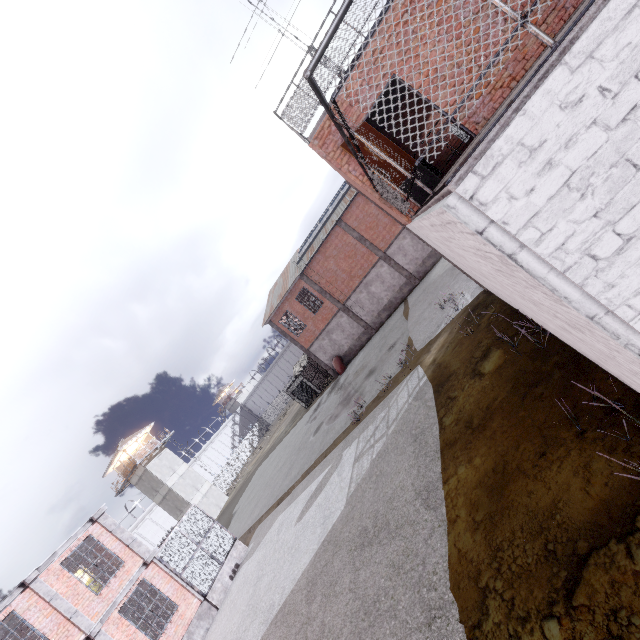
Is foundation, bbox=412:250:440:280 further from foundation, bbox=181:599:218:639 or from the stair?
foundation, bbox=181:599:218:639

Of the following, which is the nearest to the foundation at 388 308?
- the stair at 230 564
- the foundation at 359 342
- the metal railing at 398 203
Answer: the foundation at 359 342

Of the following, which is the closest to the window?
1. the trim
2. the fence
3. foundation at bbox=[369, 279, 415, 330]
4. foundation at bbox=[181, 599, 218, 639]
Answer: foundation at bbox=[369, 279, 415, 330]

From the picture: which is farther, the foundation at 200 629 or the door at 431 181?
the foundation at 200 629

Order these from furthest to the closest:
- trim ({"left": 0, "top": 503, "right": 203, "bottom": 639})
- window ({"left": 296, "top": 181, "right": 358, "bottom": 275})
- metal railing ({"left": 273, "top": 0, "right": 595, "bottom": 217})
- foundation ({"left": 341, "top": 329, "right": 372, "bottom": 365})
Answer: foundation ({"left": 341, "top": 329, "right": 372, "bottom": 365}), window ({"left": 296, "top": 181, "right": 358, "bottom": 275}), trim ({"left": 0, "top": 503, "right": 203, "bottom": 639}), metal railing ({"left": 273, "top": 0, "right": 595, "bottom": 217})

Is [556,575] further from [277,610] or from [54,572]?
[54,572]

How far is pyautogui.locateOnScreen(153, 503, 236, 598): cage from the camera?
14.9m

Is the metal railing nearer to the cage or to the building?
the cage
